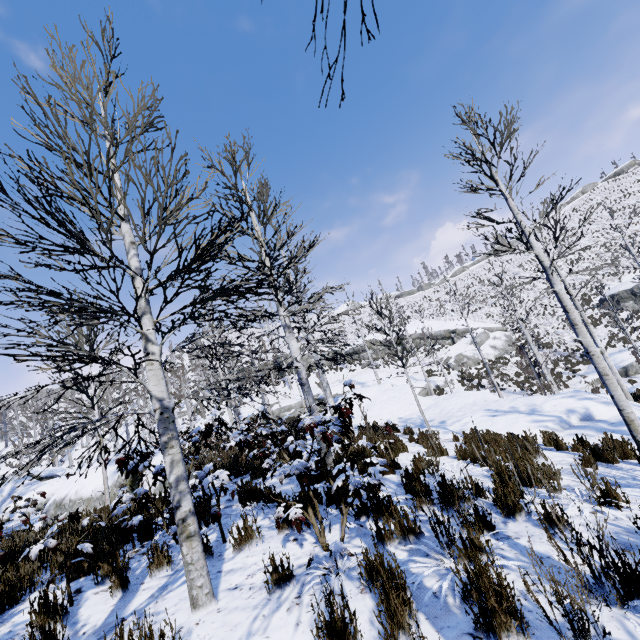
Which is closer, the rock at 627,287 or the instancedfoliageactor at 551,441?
the instancedfoliageactor at 551,441

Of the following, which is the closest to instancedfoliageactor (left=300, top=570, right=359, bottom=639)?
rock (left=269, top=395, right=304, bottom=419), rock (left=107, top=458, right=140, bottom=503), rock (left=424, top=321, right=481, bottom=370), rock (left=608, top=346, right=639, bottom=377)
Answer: rock (left=107, top=458, right=140, bottom=503)

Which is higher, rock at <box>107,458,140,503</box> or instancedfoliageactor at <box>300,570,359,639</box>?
rock at <box>107,458,140,503</box>

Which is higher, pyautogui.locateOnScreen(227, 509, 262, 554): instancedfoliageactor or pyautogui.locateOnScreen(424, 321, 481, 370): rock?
pyautogui.locateOnScreen(424, 321, 481, 370): rock

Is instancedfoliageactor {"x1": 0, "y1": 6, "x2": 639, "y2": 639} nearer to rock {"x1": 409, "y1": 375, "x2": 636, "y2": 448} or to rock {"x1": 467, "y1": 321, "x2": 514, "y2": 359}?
rock {"x1": 409, "y1": 375, "x2": 636, "y2": 448}

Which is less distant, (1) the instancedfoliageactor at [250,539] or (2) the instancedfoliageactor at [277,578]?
(2) the instancedfoliageactor at [277,578]

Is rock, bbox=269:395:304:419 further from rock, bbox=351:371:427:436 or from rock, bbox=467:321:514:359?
rock, bbox=467:321:514:359

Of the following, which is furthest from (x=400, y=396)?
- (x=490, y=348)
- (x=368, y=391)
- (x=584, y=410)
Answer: (x=490, y=348)
